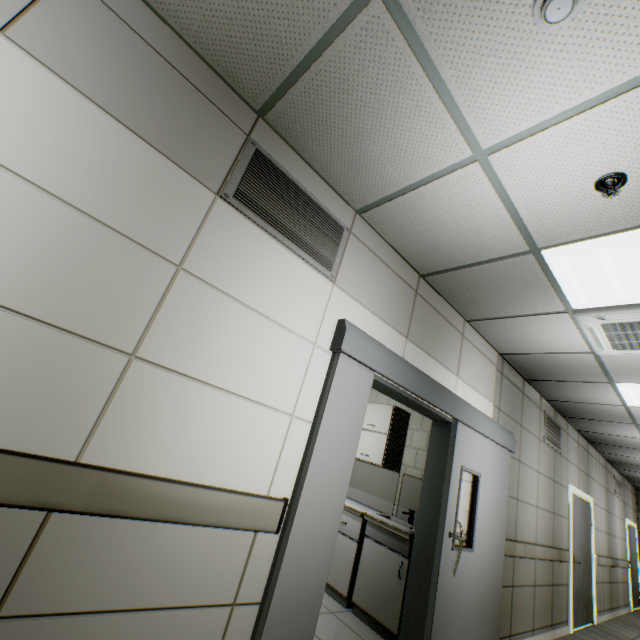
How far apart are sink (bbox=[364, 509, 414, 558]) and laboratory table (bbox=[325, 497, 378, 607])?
0.1m

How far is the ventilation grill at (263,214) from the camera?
2.0m

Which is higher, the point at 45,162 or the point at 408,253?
the point at 408,253

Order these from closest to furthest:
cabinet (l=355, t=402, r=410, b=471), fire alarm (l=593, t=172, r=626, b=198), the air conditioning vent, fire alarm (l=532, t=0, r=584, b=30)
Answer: fire alarm (l=532, t=0, r=584, b=30)
fire alarm (l=593, t=172, r=626, b=198)
the air conditioning vent
cabinet (l=355, t=402, r=410, b=471)

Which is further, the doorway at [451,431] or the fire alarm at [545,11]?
the doorway at [451,431]

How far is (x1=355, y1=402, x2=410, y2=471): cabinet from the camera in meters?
4.2

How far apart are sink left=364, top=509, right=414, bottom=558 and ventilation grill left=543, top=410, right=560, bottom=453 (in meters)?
3.28

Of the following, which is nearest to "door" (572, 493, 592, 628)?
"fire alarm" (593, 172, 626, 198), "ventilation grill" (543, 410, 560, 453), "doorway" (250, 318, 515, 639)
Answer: "ventilation grill" (543, 410, 560, 453)
